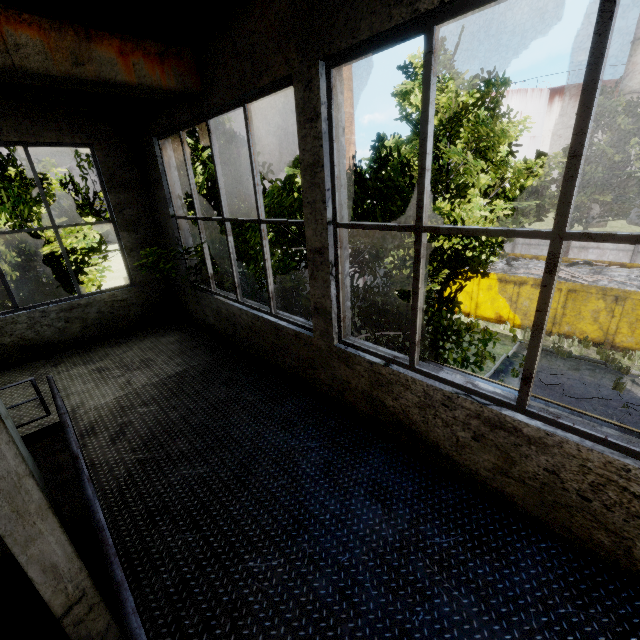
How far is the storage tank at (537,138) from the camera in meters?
42.9

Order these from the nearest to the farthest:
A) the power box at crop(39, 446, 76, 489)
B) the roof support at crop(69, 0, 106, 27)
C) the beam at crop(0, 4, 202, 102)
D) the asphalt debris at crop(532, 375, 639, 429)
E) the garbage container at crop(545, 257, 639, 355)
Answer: the beam at crop(0, 4, 202, 102) < the roof support at crop(69, 0, 106, 27) < the power box at crop(39, 446, 76, 489) < the asphalt debris at crop(532, 375, 639, 429) < the garbage container at crop(545, 257, 639, 355)

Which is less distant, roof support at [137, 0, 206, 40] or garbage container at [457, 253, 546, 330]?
roof support at [137, 0, 206, 40]

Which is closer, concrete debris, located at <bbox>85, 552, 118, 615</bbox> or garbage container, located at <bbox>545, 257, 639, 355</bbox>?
concrete debris, located at <bbox>85, 552, 118, 615</bbox>

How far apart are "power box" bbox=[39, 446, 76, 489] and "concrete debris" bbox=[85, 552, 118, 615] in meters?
1.4 m

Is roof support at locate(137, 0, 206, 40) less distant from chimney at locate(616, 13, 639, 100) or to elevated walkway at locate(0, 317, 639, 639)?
elevated walkway at locate(0, 317, 639, 639)

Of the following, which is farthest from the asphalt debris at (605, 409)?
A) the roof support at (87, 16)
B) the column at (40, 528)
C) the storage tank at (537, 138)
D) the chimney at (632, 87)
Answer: the storage tank at (537, 138)

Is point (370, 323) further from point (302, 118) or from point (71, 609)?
point (71, 609)
